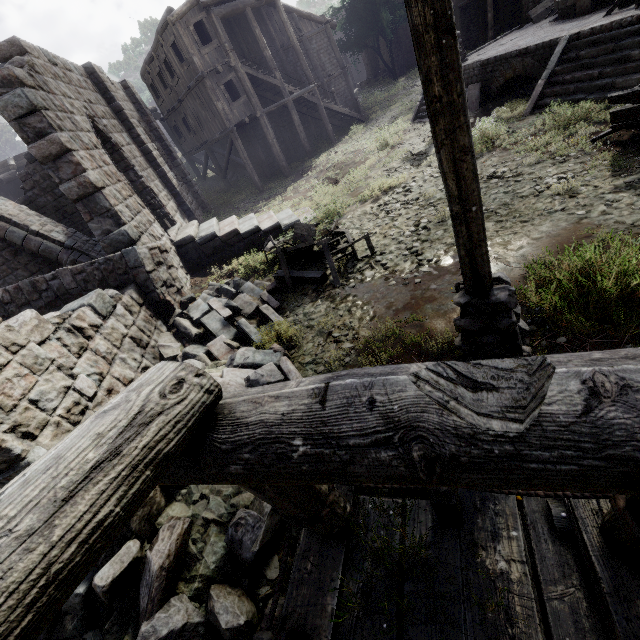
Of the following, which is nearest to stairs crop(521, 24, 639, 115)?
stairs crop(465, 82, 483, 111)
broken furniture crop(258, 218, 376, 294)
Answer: stairs crop(465, 82, 483, 111)

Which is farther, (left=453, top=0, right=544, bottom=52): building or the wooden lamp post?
(left=453, top=0, right=544, bottom=52): building

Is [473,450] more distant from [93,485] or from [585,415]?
[93,485]

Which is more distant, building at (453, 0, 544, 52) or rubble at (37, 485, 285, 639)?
building at (453, 0, 544, 52)

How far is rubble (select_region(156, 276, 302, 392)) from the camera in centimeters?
561cm

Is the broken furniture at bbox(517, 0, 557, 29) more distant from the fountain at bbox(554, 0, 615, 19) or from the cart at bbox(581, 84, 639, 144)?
the cart at bbox(581, 84, 639, 144)

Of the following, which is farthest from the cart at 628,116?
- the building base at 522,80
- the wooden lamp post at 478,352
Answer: the wooden lamp post at 478,352

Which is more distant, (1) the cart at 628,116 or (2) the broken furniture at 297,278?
(2) the broken furniture at 297,278
